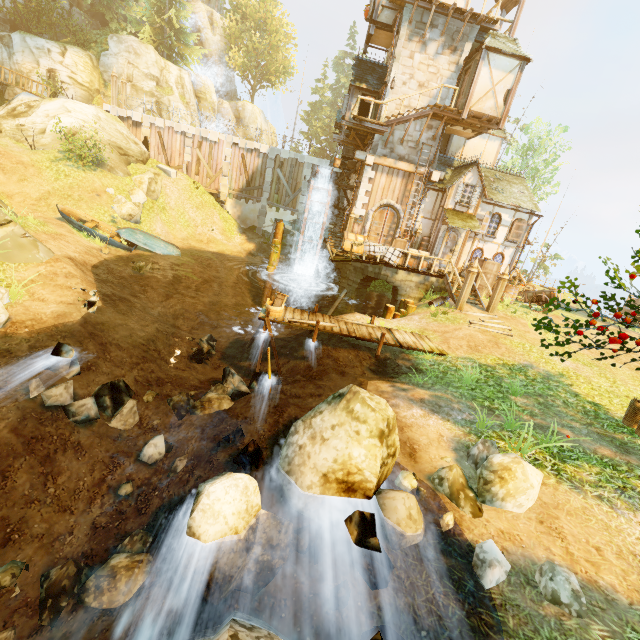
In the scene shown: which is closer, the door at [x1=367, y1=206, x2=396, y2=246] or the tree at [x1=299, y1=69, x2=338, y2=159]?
the door at [x1=367, y1=206, x2=396, y2=246]

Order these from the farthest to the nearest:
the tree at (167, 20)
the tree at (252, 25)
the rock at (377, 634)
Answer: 1. the tree at (252, 25)
2. the tree at (167, 20)
3. the rock at (377, 634)

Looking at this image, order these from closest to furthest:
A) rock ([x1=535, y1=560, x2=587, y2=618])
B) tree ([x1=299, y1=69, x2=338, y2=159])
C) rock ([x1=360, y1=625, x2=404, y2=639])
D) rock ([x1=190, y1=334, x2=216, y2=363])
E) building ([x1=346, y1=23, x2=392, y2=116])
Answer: rock ([x1=360, y1=625, x2=404, y2=639]) < rock ([x1=535, y1=560, x2=587, y2=618]) < rock ([x1=190, y1=334, x2=216, y2=363]) < building ([x1=346, y1=23, x2=392, y2=116]) < tree ([x1=299, y1=69, x2=338, y2=159])

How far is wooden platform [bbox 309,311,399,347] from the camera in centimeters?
1161cm

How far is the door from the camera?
20.22m

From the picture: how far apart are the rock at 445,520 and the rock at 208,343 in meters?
9.8 m

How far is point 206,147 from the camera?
26.5m

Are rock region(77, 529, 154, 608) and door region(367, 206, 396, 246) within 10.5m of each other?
no
